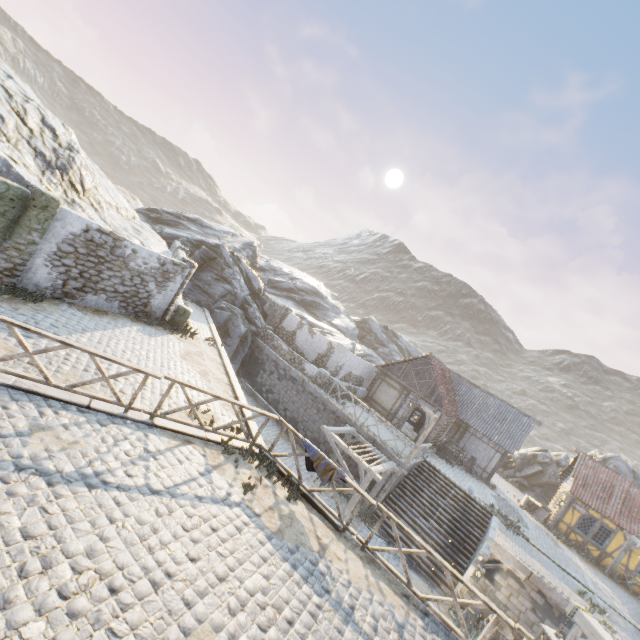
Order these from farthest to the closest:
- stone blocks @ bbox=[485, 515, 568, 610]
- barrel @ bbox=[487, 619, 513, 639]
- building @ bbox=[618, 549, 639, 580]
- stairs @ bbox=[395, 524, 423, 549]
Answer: building @ bbox=[618, 549, 639, 580] → stairs @ bbox=[395, 524, 423, 549] → stone blocks @ bbox=[485, 515, 568, 610] → barrel @ bbox=[487, 619, 513, 639]

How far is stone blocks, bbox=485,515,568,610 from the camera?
12.7 meters

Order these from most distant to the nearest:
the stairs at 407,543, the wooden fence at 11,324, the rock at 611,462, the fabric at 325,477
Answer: the rock at 611,462
the stairs at 407,543
the fabric at 325,477
the wooden fence at 11,324

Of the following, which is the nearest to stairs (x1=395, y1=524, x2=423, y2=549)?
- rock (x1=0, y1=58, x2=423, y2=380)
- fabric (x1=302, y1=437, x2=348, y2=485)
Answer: rock (x1=0, y1=58, x2=423, y2=380)

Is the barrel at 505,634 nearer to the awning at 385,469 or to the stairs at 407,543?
the stairs at 407,543

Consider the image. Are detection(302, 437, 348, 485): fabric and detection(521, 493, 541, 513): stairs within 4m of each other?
no

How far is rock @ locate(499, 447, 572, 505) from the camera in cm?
2917

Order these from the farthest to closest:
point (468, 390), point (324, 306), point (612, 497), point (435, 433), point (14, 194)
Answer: point (324, 306)
point (468, 390)
point (435, 433)
point (612, 497)
point (14, 194)
